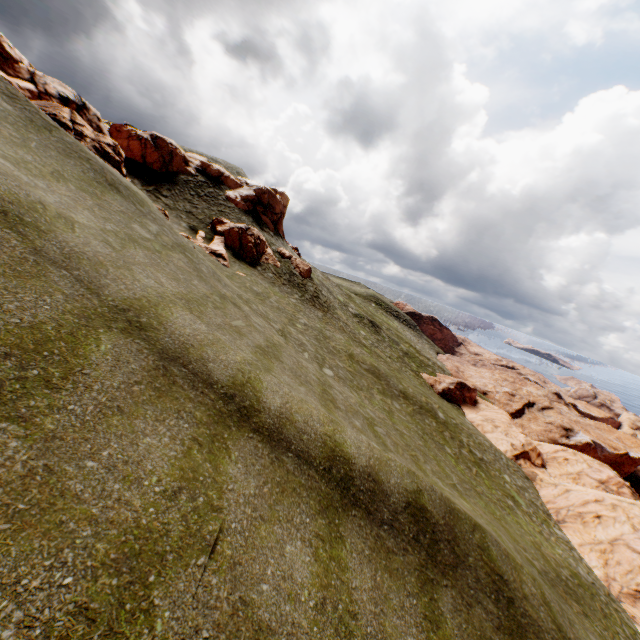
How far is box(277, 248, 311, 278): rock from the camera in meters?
38.6

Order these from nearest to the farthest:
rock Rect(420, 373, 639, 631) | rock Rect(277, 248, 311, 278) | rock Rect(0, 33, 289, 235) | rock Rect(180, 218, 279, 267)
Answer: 1. rock Rect(0, 33, 289, 235)
2. rock Rect(420, 373, 639, 631)
3. rock Rect(180, 218, 279, 267)
4. rock Rect(277, 248, 311, 278)

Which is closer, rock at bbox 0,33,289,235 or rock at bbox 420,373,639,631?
→ rock at bbox 0,33,289,235

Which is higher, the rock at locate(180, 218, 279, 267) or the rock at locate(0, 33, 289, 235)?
the rock at locate(0, 33, 289, 235)

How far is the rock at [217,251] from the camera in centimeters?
2941cm

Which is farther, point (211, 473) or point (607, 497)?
point (607, 497)

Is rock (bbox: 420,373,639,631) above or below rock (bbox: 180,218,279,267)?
below
